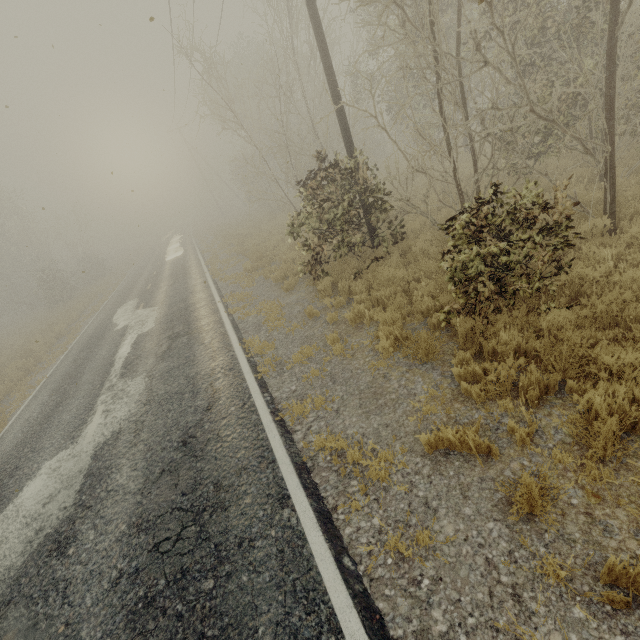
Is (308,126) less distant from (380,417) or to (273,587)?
(380,417)
